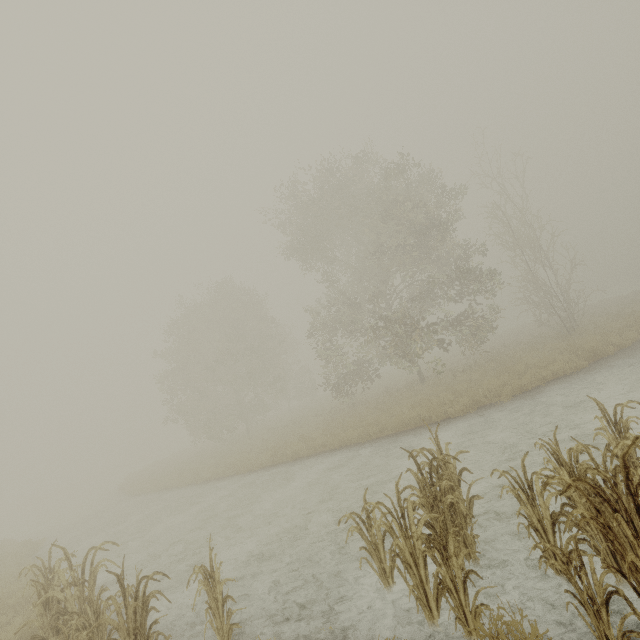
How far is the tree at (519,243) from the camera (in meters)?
19.94

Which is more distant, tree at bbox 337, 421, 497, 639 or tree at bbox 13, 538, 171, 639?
tree at bbox 13, 538, 171, 639

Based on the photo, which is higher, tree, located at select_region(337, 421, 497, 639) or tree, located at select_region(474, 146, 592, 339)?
tree, located at select_region(474, 146, 592, 339)

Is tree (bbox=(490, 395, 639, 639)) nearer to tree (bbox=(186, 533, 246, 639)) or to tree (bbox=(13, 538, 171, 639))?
tree (bbox=(186, 533, 246, 639))

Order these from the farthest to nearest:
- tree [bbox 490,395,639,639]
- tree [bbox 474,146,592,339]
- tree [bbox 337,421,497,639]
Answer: tree [bbox 474,146,592,339] → tree [bbox 337,421,497,639] → tree [bbox 490,395,639,639]

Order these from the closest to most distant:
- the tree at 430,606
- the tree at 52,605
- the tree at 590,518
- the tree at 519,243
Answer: the tree at 590,518 < the tree at 430,606 < the tree at 52,605 < the tree at 519,243

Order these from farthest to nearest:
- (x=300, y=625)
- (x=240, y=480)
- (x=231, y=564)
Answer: (x=240, y=480) < (x=231, y=564) < (x=300, y=625)

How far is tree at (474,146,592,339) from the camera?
19.94m
